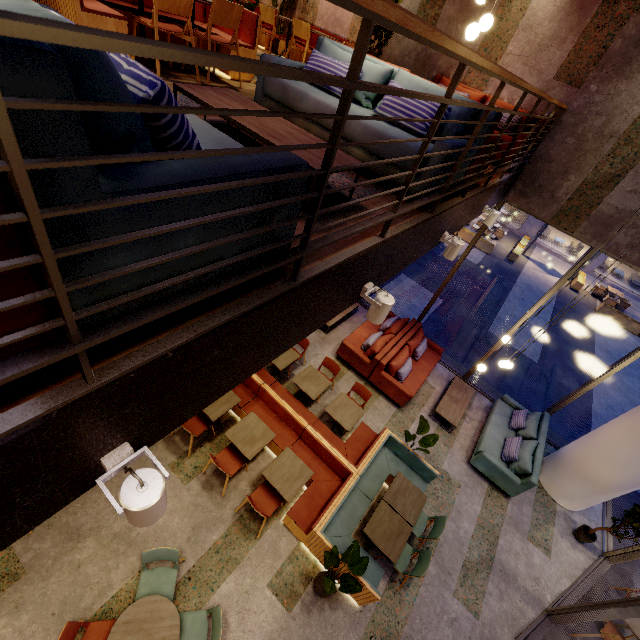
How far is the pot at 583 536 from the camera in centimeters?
663cm

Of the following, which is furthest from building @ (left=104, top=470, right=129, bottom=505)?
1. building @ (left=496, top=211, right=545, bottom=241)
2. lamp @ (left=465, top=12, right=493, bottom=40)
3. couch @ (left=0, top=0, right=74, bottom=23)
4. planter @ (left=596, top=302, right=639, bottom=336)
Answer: building @ (left=496, top=211, right=545, bottom=241)

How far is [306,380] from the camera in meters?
6.8 m

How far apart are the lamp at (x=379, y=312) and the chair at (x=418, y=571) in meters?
4.4

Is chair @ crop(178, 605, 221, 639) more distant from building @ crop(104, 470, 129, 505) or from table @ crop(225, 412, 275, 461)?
table @ crop(225, 412, 275, 461)

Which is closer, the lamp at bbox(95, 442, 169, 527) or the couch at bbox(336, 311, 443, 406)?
the lamp at bbox(95, 442, 169, 527)

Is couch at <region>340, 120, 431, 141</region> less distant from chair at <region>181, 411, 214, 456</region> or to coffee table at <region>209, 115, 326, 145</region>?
coffee table at <region>209, 115, 326, 145</region>

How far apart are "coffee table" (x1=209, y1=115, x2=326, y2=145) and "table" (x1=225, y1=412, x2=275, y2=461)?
4.4m
